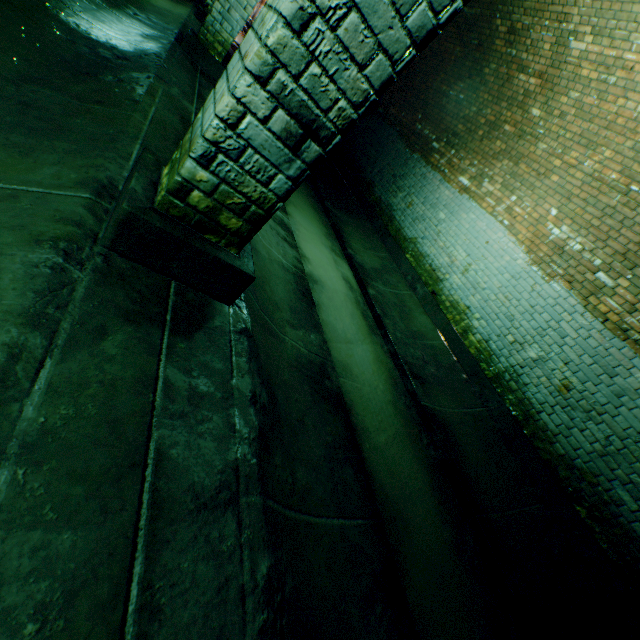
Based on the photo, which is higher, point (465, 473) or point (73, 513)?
point (73, 513)
